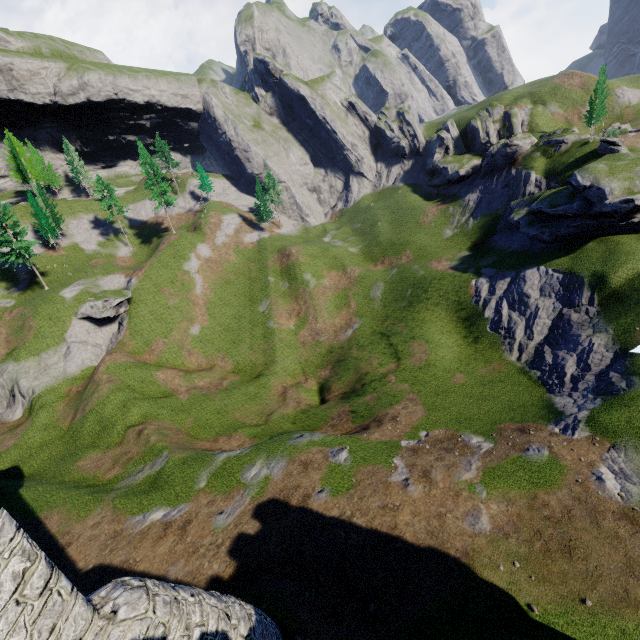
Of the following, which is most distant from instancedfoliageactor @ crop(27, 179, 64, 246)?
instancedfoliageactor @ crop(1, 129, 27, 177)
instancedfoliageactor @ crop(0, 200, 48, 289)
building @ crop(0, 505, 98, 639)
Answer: building @ crop(0, 505, 98, 639)

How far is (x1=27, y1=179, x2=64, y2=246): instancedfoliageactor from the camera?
54.5m

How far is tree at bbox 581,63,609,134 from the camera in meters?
49.9

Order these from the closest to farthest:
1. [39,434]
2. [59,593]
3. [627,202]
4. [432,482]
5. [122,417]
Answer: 1. [59,593]
2. [432,482]
3. [627,202]
4. [122,417]
5. [39,434]

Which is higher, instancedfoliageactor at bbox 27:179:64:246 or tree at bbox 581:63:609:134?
instancedfoliageactor at bbox 27:179:64:246

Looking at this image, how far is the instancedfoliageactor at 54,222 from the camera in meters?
54.5

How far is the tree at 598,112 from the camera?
49.9 meters

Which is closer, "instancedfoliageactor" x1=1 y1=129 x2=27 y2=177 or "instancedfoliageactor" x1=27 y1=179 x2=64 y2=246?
"instancedfoliageactor" x1=27 y1=179 x2=64 y2=246
